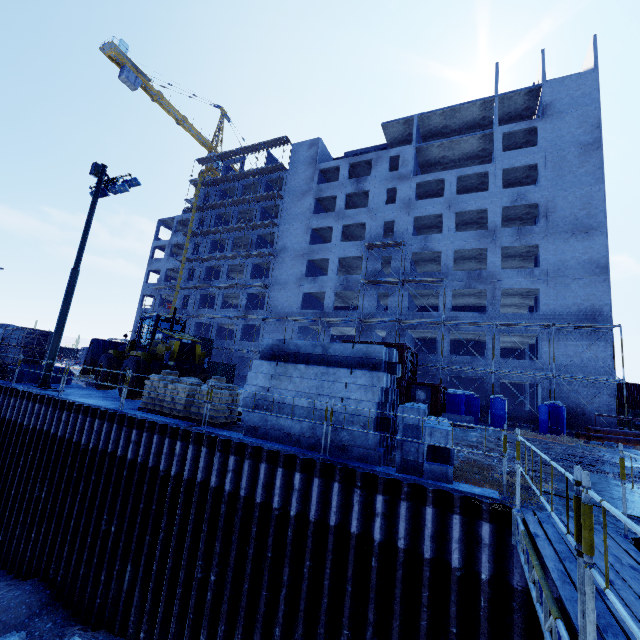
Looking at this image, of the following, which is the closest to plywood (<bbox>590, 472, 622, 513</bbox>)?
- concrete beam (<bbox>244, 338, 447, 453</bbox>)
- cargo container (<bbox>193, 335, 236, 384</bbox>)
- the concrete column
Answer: the concrete column

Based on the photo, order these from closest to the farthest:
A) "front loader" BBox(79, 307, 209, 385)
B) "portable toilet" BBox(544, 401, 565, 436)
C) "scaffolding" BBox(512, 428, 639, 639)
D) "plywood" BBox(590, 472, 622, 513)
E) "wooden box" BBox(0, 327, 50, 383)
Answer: "scaffolding" BBox(512, 428, 639, 639)
"plywood" BBox(590, 472, 622, 513)
"front loader" BBox(79, 307, 209, 385)
"wooden box" BBox(0, 327, 50, 383)
"portable toilet" BBox(544, 401, 565, 436)

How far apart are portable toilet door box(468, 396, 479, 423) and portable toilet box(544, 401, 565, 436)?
4.2m

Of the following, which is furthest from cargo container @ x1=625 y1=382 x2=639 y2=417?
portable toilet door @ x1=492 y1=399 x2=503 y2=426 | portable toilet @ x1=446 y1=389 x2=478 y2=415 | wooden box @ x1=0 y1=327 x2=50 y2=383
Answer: wooden box @ x1=0 y1=327 x2=50 y2=383

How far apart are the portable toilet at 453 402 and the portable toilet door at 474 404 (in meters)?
0.01

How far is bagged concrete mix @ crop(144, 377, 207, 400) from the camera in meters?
10.9 m

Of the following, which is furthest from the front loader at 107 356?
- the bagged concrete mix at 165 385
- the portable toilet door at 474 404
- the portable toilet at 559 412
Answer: the portable toilet at 559 412

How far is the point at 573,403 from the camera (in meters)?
24.56
